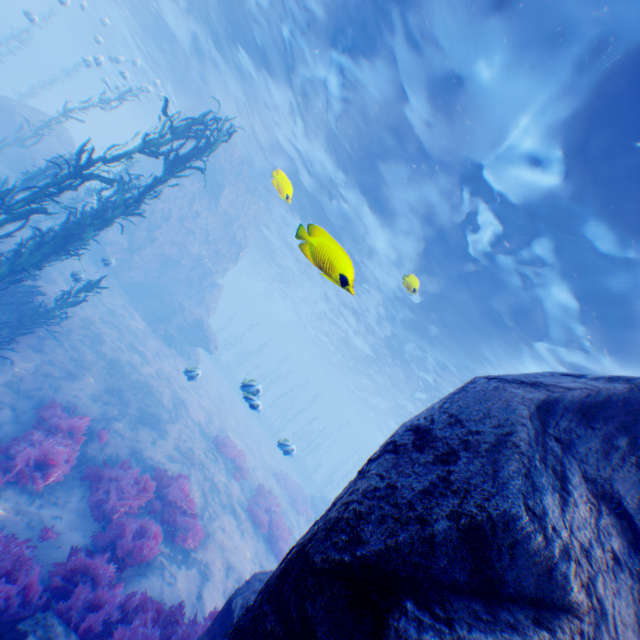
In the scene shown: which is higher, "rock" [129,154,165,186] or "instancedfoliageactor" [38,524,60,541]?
"rock" [129,154,165,186]

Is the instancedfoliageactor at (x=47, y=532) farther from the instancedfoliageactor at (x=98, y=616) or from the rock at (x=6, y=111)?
the rock at (x=6, y=111)

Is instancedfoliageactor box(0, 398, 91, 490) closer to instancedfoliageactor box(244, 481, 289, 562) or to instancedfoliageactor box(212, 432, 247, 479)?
instancedfoliageactor box(244, 481, 289, 562)

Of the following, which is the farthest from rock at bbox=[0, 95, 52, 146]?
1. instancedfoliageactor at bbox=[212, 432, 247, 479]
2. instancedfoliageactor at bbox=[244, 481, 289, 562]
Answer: instancedfoliageactor at bbox=[212, 432, 247, 479]

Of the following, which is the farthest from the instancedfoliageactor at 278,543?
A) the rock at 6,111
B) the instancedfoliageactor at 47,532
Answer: the instancedfoliageactor at 47,532

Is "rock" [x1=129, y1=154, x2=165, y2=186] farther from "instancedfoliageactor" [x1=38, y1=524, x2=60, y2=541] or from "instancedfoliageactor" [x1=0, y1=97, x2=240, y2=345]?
"instancedfoliageactor" [x1=38, y1=524, x2=60, y2=541]

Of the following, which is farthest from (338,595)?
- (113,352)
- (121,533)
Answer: (113,352)

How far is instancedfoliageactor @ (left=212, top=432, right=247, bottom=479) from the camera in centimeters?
1525cm
